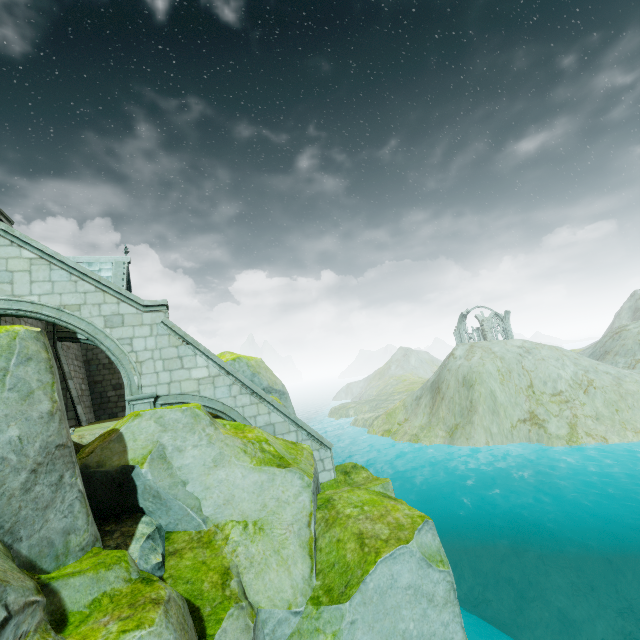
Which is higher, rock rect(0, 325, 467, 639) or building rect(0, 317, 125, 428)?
building rect(0, 317, 125, 428)

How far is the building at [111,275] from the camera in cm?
1980

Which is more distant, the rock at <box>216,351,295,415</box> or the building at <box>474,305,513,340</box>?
the building at <box>474,305,513,340</box>

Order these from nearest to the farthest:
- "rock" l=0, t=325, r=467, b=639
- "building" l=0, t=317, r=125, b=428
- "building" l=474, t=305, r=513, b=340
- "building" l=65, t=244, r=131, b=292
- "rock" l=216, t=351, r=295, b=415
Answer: "rock" l=0, t=325, r=467, b=639, "building" l=0, t=317, r=125, b=428, "rock" l=216, t=351, r=295, b=415, "building" l=65, t=244, r=131, b=292, "building" l=474, t=305, r=513, b=340

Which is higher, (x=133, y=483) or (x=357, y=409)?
(x=133, y=483)

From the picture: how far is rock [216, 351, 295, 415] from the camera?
14.5m

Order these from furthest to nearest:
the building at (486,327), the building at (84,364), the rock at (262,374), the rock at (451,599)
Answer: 1. the building at (486,327)
2. the rock at (262,374)
3. the building at (84,364)
4. the rock at (451,599)

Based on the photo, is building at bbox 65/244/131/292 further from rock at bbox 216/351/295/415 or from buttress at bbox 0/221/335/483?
rock at bbox 216/351/295/415
